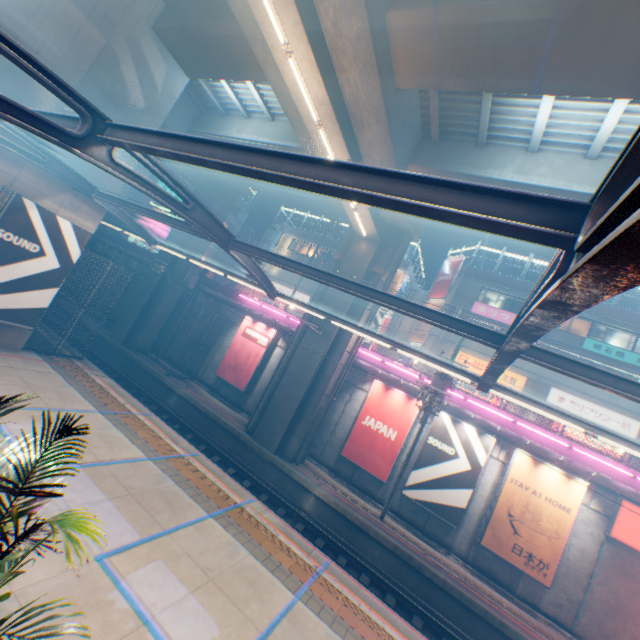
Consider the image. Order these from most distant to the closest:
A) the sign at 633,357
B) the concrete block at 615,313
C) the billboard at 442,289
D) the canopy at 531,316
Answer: the billboard at 442,289 < the concrete block at 615,313 < the sign at 633,357 < the canopy at 531,316

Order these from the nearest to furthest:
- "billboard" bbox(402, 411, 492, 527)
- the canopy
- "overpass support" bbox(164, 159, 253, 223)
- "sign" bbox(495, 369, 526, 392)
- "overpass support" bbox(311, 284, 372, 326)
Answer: the canopy, "billboard" bbox(402, 411, 492, 527), "overpass support" bbox(311, 284, 372, 326), "overpass support" bbox(164, 159, 253, 223), "sign" bbox(495, 369, 526, 392)

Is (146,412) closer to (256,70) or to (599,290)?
(256,70)

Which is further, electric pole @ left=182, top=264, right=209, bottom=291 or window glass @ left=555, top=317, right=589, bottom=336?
window glass @ left=555, top=317, right=589, bottom=336

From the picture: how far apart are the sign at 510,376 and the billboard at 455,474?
12.4m

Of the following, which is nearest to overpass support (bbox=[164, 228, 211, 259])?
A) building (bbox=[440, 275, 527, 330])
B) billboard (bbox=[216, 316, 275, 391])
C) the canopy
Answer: billboard (bbox=[216, 316, 275, 391])

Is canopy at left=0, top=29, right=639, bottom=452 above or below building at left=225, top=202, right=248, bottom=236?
below

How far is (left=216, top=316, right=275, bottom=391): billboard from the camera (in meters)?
20.34
